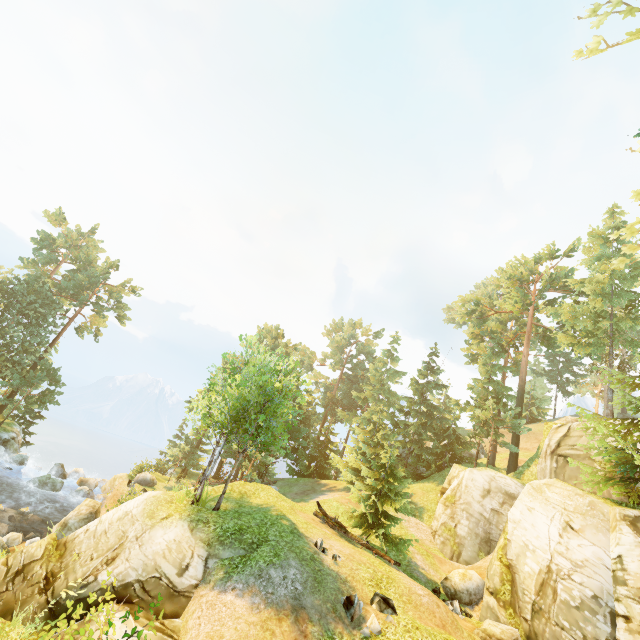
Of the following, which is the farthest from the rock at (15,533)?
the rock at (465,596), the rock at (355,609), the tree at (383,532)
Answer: the rock at (465,596)

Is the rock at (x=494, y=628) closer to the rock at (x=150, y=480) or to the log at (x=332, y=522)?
the log at (x=332, y=522)

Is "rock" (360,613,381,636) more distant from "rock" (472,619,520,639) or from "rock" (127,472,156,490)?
"rock" (127,472,156,490)

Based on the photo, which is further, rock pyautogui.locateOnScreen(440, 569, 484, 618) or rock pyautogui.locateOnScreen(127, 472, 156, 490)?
rock pyautogui.locateOnScreen(127, 472, 156, 490)

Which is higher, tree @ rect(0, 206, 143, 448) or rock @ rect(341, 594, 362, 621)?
tree @ rect(0, 206, 143, 448)

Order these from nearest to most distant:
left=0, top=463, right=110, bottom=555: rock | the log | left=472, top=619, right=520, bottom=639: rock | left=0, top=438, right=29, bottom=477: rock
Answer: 1. left=472, top=619, right=520, bottom=639: rock
2. the log
3. left=0, top=463, right=110, bottom=555: rock
4. left=0, top=438, right=29, bottom=477: rock

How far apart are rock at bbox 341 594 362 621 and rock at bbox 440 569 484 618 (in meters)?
9.24

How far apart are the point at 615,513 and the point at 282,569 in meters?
14.3 m
